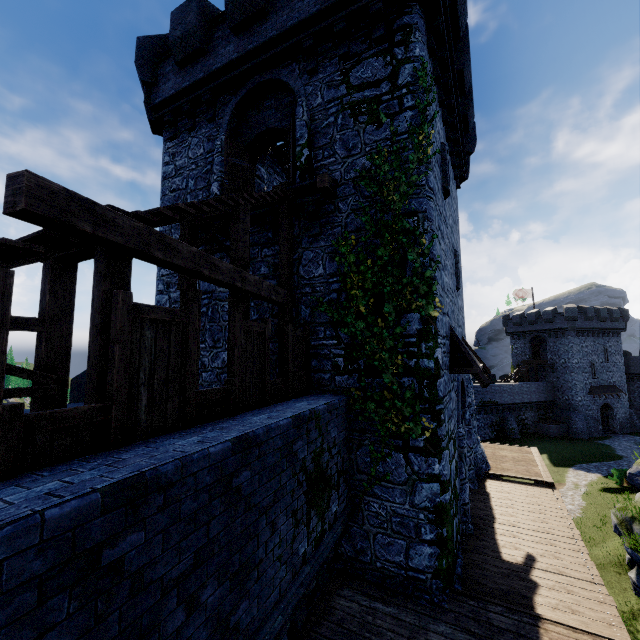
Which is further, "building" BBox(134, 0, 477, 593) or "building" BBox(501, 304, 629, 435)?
"building" BBox(501, 304, 629, 435)

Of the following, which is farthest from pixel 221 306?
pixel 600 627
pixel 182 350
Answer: pixel 600 627

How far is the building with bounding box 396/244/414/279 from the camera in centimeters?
744cm

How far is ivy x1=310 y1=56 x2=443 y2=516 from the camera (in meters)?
7.20

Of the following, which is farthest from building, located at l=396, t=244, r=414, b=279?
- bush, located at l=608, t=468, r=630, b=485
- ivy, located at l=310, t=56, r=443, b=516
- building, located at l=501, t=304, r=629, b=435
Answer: building, located at l=501, t=304, r=629, b=435

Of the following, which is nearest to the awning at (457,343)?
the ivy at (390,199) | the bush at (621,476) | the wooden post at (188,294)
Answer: the ivy at (390,199)

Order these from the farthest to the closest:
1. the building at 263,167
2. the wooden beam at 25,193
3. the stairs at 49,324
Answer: the building at 263,167
the stairs at 49,324
the wooden beam at 25,193
